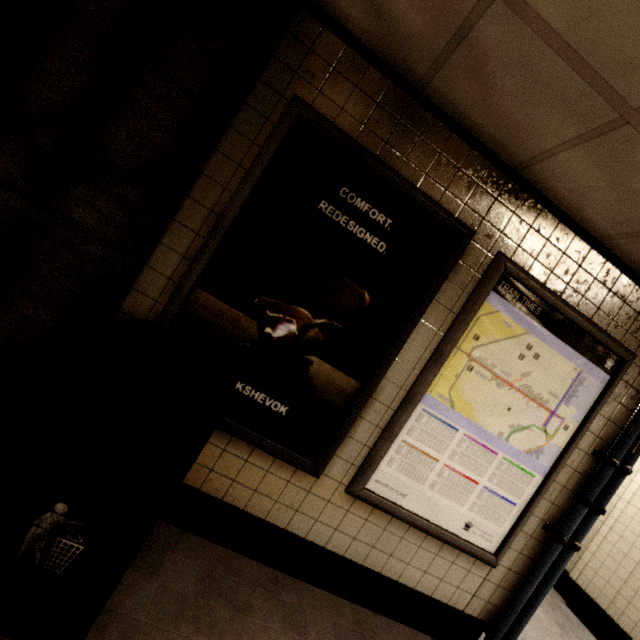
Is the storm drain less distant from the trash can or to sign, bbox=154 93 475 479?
sign, bbox=154 93 475 479

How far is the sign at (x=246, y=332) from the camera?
1.7m

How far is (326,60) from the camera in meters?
1.7

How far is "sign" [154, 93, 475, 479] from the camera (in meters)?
1.74

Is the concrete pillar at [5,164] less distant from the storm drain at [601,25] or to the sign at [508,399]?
the storm drain at [601,25]

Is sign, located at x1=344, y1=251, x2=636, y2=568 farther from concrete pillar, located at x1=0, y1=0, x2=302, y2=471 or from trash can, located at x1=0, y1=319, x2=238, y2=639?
concrete pillar, located at x1=0, y1=0, x2=302, y2=471

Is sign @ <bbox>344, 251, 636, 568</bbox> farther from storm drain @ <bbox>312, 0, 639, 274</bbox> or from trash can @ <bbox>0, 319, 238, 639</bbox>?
trash can @ <bbox>0, 319, 238, 639</bbox>

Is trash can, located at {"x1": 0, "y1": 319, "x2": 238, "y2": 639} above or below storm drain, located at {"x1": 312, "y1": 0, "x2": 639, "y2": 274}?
below
